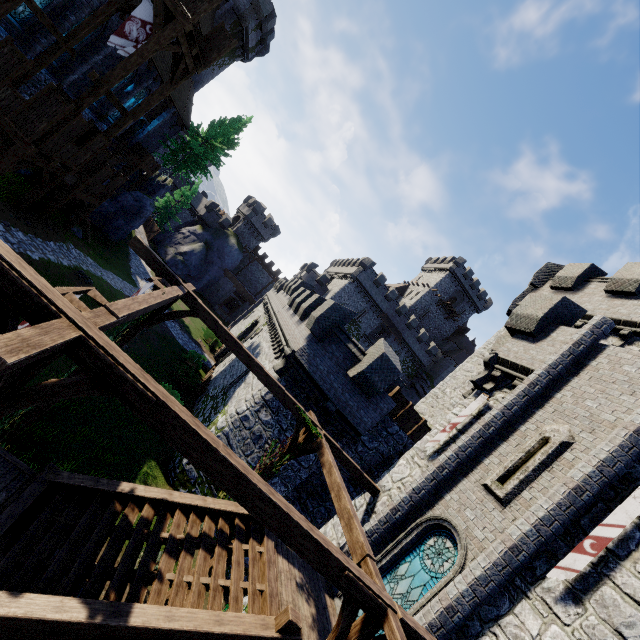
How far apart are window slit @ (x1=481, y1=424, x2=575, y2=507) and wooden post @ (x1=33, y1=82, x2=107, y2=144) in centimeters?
1960cm

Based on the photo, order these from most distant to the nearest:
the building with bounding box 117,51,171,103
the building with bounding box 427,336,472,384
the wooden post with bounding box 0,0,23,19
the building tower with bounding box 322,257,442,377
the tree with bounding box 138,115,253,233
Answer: the building with bounding box 427,336,472,384
the building tower with bounding box 322,257,442,377
the tree with bounding box 138,115,253,233
the building with bounding box 117,51,171,103
the wooden post with bounding box 0,0,23,19

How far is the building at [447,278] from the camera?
58.0 meters

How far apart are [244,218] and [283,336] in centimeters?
4148cm

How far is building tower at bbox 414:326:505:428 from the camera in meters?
17.3

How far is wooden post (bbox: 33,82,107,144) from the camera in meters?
12.8 m

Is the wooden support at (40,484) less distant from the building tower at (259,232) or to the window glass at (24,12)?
the window glass at (24,12)

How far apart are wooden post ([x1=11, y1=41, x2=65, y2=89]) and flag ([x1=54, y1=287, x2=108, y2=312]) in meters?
17.5
